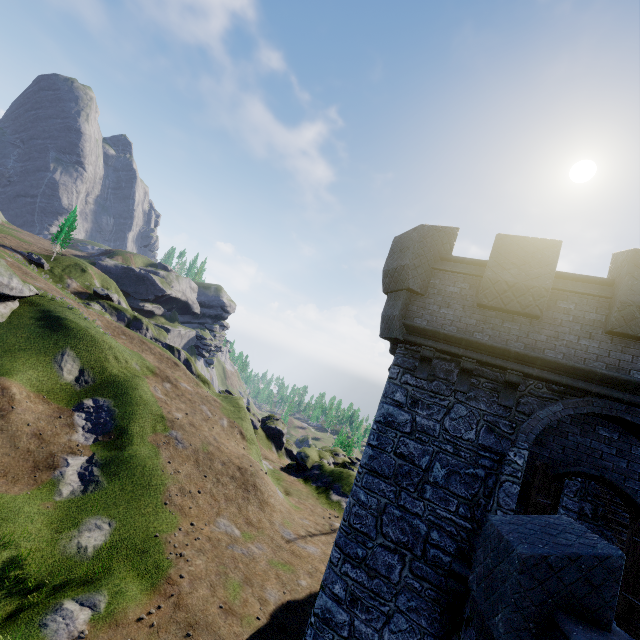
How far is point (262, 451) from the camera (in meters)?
53.44

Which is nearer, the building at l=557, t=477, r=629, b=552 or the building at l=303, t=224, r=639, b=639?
the building at l=303, t=224, r=639, b=639

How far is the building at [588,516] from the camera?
10.3 meters

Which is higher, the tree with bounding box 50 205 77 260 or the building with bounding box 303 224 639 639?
the tree with bounding box 50 205 77 260

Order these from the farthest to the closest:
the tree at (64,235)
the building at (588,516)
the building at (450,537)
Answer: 1. the tree at (64,235)
2. the building at (588,516)
3. the building at (450,537)

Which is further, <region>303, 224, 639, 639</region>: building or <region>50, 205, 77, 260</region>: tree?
<region>50, 205, 77, 260</region>: tree

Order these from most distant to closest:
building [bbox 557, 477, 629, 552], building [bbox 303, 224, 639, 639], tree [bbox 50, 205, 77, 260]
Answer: tree [bbox 50, 205, 77, 260]
building [bbox 557, 477, 629, 552]
building [bbox 303, 224, 639, 639]
